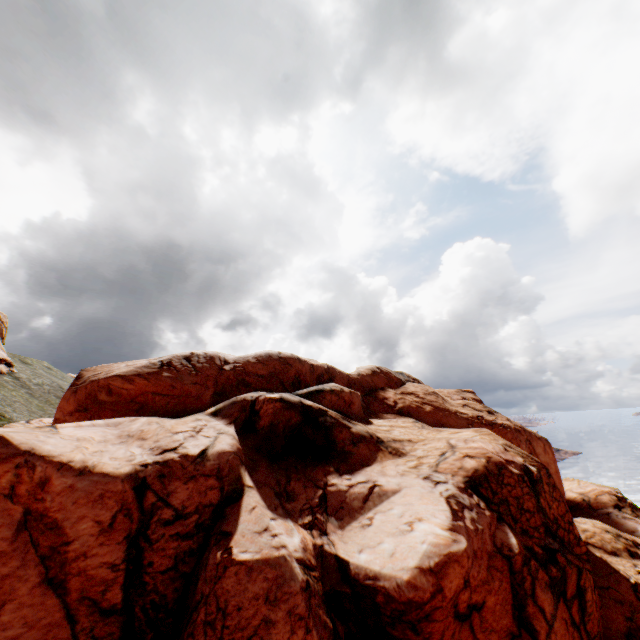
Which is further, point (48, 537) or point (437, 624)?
point (48, 537)
